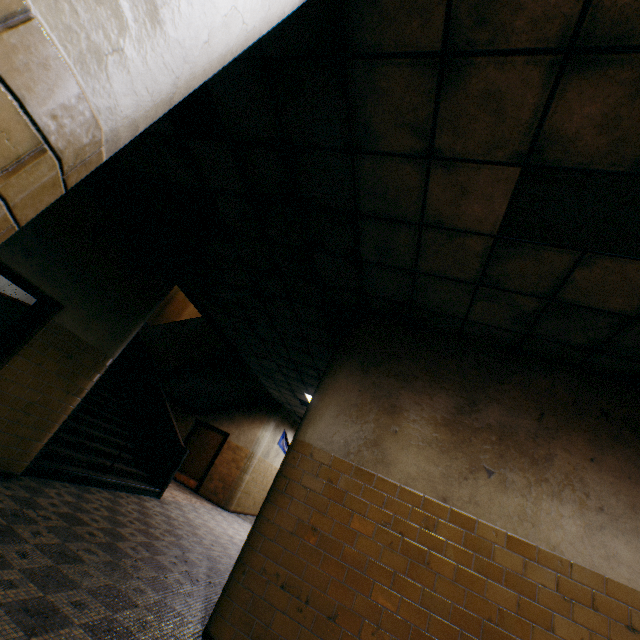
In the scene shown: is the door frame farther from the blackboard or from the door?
the door

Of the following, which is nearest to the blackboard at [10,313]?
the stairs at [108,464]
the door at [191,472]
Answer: the stairs at [108,464]

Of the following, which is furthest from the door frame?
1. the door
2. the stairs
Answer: the door

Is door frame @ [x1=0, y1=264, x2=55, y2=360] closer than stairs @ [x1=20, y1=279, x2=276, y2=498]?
Yes

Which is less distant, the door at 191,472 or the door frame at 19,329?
the door frame at 19,329

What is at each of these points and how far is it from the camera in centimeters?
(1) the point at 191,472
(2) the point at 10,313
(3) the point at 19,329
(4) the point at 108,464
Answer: (1) door, 1187cm
(2) blackboard, 597cm
(3) door frame, 427cm
(4) stairs, 655cm

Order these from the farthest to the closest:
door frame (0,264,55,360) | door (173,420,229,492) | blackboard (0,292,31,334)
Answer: door (173,420,229,492) → blackboard (0,292,31,334) → door frame (0,264,55,360)
